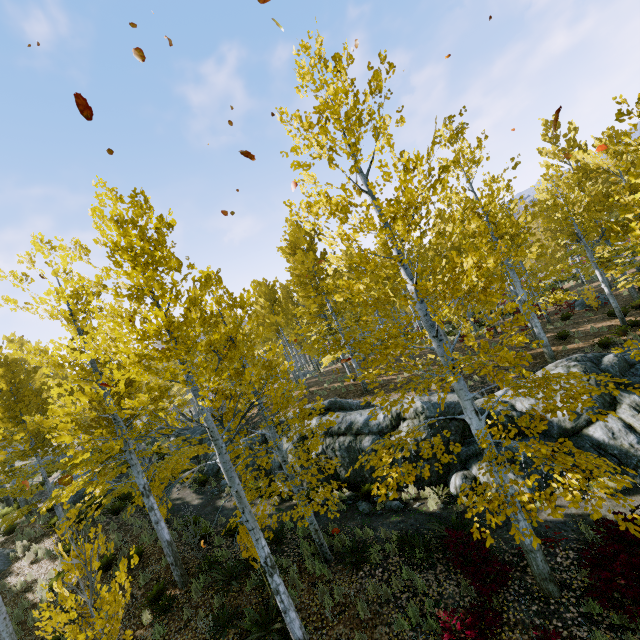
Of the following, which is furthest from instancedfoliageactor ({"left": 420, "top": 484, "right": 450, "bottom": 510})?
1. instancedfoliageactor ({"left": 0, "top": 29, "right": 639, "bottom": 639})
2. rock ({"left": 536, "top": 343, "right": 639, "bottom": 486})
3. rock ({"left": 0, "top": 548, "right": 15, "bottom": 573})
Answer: rock ({"left": 0, "top": 548, "right": 15, "bottom": 573})

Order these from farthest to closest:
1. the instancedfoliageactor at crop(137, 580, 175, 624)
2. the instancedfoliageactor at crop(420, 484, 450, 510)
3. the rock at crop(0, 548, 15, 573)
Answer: the rock at crop(0, 548, 15, 573) < the instancedfoliageactor at crop(420, 484, 450, 510) < the instancedfoliageactor at crop(137, 580, 175, 624)

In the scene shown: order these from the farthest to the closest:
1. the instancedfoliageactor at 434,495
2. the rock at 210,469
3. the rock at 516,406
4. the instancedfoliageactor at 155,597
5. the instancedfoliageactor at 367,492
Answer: the rock at 210,469
the rock at 516,406
the instancedfoliageactor at 434,495
the instancedfoliageactor at 155,597
the instancedfoliageactor at 367,492

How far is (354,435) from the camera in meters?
12.2

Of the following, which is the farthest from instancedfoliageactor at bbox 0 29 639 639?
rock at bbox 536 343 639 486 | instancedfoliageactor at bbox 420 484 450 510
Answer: → instancedfoliageactor at bbox 420 484 450 510

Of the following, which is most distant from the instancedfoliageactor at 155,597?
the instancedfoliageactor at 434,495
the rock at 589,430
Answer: the instancedfoliageactor at 434,495
